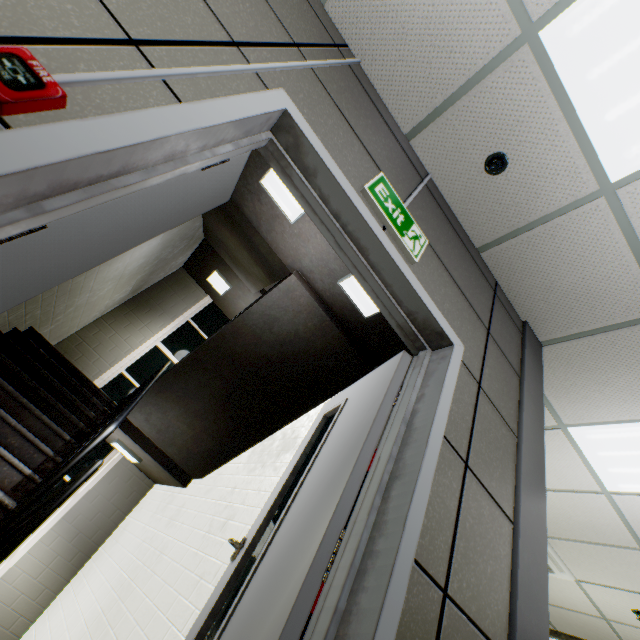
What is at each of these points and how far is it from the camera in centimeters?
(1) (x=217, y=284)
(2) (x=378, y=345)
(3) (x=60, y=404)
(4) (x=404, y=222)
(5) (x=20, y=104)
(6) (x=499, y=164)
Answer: (1) lamp, 727cm
(2) stairs, 369cm
(3) stairs, 328cm
(4) exit sign, 176cm
(5) fire alarm, 70cm
(6) fire alarm, 206cm

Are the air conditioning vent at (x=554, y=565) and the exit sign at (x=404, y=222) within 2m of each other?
no

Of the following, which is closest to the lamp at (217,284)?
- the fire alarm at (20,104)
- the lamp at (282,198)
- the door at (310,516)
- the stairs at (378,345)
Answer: the stairs at (378,345)

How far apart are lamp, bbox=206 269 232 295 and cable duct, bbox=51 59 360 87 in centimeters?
553cm

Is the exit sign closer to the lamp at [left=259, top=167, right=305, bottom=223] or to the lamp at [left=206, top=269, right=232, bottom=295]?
the lamp at [left=259, top=167, right=305, bottom=223]

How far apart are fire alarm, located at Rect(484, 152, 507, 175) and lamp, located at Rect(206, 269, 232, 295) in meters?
5.9 m

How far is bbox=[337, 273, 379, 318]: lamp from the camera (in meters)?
3.27

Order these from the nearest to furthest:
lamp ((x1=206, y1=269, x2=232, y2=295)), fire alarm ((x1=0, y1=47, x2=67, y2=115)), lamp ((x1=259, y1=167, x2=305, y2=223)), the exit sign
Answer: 1. fire alarm ((x1=0, y1=47, x2=67, y2=115))
2. the exit sign
3. lamp ((x1=259, y1=167, x2=305, y2=223))
4. lamp ((x1=206, y1=269, x2=232, y2=295))
